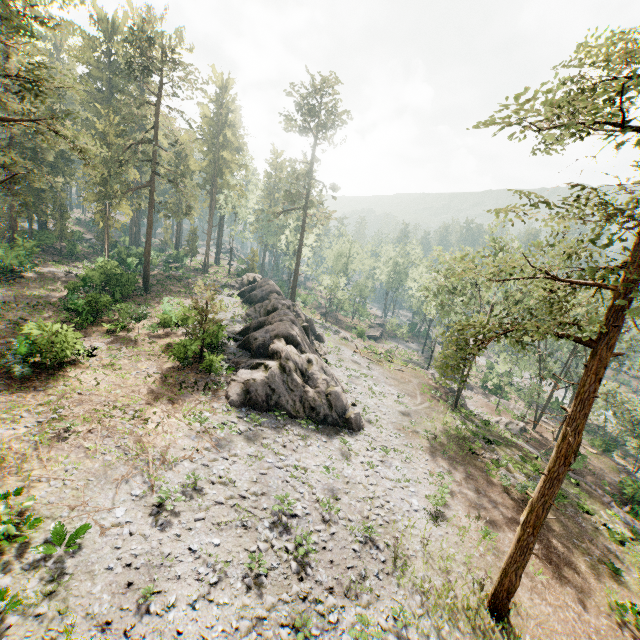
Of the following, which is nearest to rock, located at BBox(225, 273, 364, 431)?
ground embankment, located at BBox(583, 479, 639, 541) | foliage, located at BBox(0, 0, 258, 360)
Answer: foliage, located at BBox(0, 0, 258, 360)

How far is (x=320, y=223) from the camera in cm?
5472

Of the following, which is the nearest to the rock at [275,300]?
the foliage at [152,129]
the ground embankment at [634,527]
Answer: the foliage at [152,129]

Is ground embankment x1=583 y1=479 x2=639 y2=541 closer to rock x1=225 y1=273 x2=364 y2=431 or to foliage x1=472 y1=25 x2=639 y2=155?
foliage x1=472 y1=25 x2=639 y2=155

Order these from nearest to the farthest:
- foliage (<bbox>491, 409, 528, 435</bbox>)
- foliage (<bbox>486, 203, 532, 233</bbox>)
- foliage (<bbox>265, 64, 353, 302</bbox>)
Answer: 1. foliage (<bbox>486, 203, 532, 233</bbox>)
2. foliage (<bbox>491, 409, 528, 435</bbox>)
3. foliage (<bbox>265, 64, 353, 302</bbox>)

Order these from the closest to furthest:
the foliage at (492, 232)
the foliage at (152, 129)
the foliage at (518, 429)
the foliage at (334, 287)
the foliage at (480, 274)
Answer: the foliage at (492, 232), the foliage at (480, 274), the foliage at (152, 129), the foliage at (518, 429), the foliage at (334, 287)

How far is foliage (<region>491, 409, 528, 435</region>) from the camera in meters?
35.0
